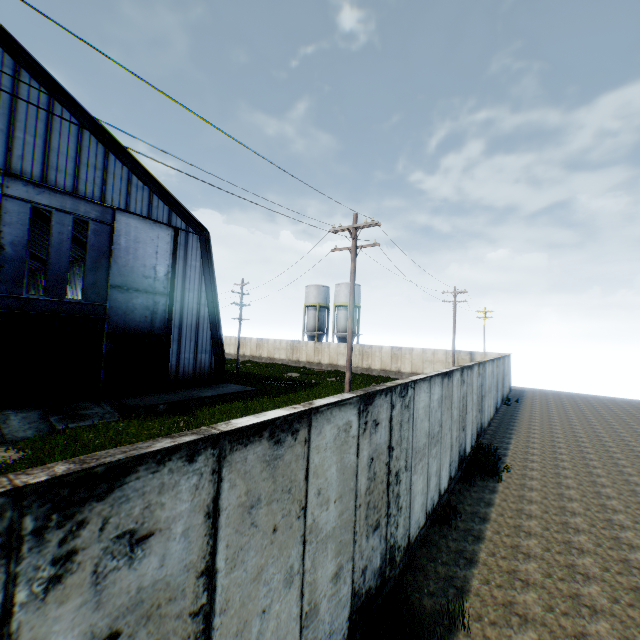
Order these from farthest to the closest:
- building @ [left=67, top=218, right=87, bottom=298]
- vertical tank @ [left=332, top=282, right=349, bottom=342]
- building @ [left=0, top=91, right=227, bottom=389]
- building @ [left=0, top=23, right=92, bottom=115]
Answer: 1. vertical tank @ [left=332, top=282, right=349, bottom=342]
2. building @ [left=67, top=218, right=87, bottom=298]
3. building @ [left=0, top=91, right=227, bottom=389]
4. building @ [left=0, top=23, right=92, bottom=115]

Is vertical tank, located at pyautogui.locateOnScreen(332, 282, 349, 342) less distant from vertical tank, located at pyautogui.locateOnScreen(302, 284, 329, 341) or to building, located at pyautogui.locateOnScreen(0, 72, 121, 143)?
vertical tank, located at pyautogui.locateOnScreen(302, 284, 329, 341)

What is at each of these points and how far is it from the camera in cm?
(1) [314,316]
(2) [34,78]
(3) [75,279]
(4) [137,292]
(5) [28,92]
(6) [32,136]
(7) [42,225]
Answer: (1) vertical tank, 5166
(2) building, 1503
(3) building, 3675
(4) hanging door, 1909
(5) building, 1493
(6) building, 1507
(7) building, 3034

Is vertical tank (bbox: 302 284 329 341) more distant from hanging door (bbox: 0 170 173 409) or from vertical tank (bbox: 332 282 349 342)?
hanging door (bbox: 0 170 173 409)

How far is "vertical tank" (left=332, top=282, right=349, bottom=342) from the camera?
48.1 meters

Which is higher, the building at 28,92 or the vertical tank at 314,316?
the building at 28,92

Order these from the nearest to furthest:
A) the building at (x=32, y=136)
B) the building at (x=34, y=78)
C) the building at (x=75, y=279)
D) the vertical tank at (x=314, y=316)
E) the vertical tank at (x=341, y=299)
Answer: the building at (x=34, y=78), the building at (x=32, y=136), the building at (x=75, y=279), the vertical tank at (x=341, y=299), the vertical tank at (x=314, y=316)
